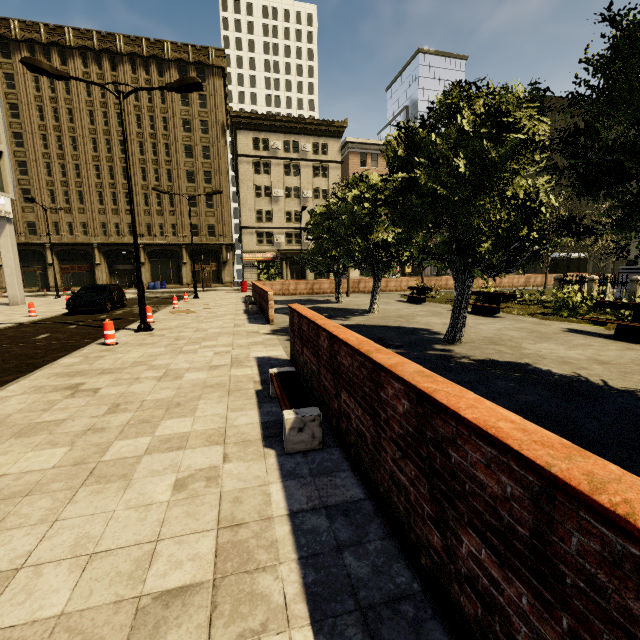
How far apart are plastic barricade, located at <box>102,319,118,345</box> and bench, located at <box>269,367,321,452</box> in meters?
6.1

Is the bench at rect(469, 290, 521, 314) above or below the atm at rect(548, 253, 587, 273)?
below

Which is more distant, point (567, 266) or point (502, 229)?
point (567, 266)

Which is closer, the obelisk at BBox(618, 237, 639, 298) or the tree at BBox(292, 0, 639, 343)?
the tree at BBox(292, 0, 639, 343)

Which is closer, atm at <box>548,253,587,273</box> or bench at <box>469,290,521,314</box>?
bench at <box>469,290,521,314</box>

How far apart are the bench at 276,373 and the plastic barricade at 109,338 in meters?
6.1

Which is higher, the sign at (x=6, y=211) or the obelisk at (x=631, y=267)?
the sign at (x=6, y=211)

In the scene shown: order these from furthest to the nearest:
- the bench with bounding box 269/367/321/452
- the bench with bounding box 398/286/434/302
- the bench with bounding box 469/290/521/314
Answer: the bench with bounding box 398/286/434/302, the bench with bounding box 469/290/521/314, the bench with bounding box 269/367/321/452
